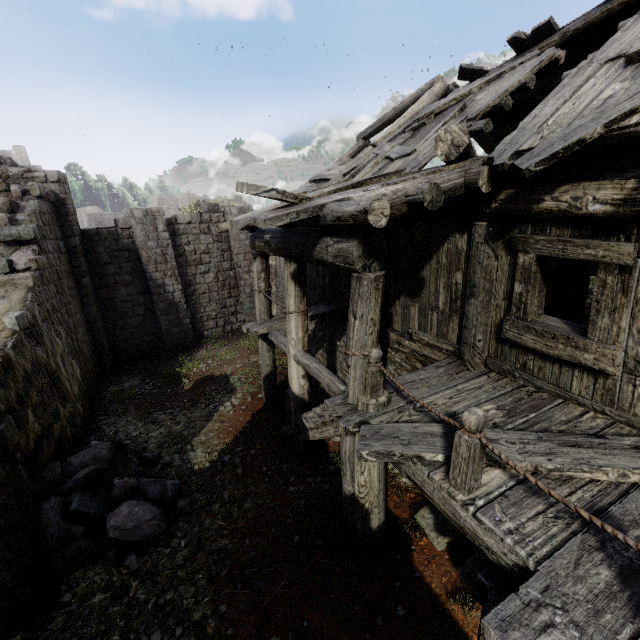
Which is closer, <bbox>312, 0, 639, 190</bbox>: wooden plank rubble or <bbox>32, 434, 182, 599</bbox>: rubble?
<bbox>312, 0, 639, 190</bbox>: wooden plank rubble

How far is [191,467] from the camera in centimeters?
723cm

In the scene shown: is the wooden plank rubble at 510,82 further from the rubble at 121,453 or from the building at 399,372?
the rubble at 121,453

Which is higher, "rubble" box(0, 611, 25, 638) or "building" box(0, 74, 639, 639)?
"building" box(0, 74, 639, 639)

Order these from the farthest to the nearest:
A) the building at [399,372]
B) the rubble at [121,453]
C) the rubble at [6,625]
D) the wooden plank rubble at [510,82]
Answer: the rubble at [121,453] < the rubble at [6,625] < the wooden plank rubble at [510,82] < the building at [399,372]

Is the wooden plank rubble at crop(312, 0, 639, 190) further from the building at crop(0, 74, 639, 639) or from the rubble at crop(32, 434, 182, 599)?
the rubble at crop(32, 434, 182, 599)

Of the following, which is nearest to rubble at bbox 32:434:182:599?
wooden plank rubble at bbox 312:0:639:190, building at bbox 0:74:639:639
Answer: building at bbox 0:74:639:639
